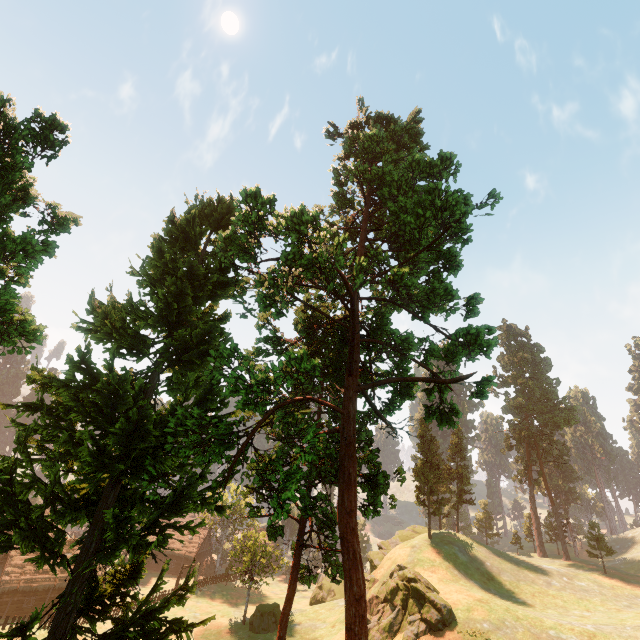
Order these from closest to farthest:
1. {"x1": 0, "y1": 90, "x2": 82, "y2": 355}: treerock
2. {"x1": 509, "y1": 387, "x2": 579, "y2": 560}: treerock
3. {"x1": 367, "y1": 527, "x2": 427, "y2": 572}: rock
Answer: {"x1": 0, "y1": 90, "x2": 82, "y2": 355}: treerock
{"x1": 367, "y1": 527, "x2": 427, "y2": 572}: rock
{"x1": 509, "y1": 387, "x2": 579, "y2": 560}: treerock

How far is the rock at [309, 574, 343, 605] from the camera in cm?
4816

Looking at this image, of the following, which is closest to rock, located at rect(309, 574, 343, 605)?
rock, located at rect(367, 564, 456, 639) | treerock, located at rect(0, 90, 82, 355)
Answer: treerock, located at rect(0, 90, 82, 355)

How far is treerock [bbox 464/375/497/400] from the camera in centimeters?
1612cm

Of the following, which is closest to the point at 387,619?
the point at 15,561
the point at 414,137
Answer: the point at 414,137

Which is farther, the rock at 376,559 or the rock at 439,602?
the rock at 376,559

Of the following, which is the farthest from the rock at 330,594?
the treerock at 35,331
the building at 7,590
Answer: the building at 7,590

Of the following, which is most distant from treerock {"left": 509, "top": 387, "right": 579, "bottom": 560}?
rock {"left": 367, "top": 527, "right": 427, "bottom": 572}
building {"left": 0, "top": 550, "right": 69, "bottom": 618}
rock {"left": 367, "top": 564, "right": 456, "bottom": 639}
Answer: rock {"left": 367, "top": 564, "right": 456, "bottom": 639}
